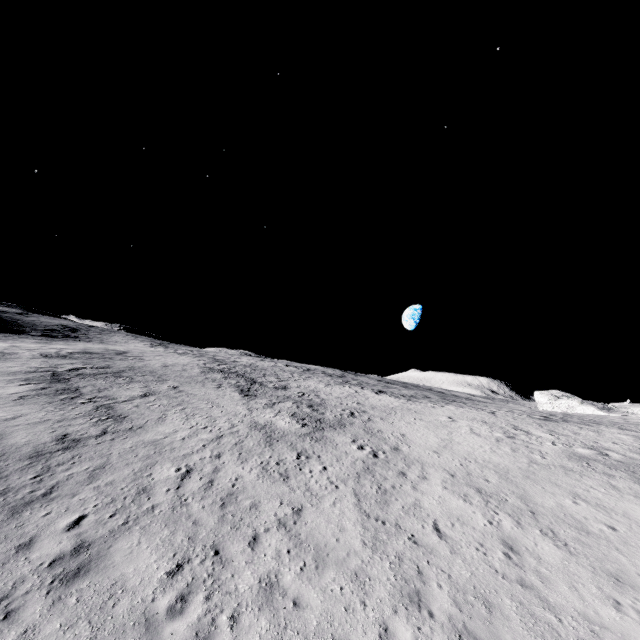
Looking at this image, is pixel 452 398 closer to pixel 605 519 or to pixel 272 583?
pixel 605 519
